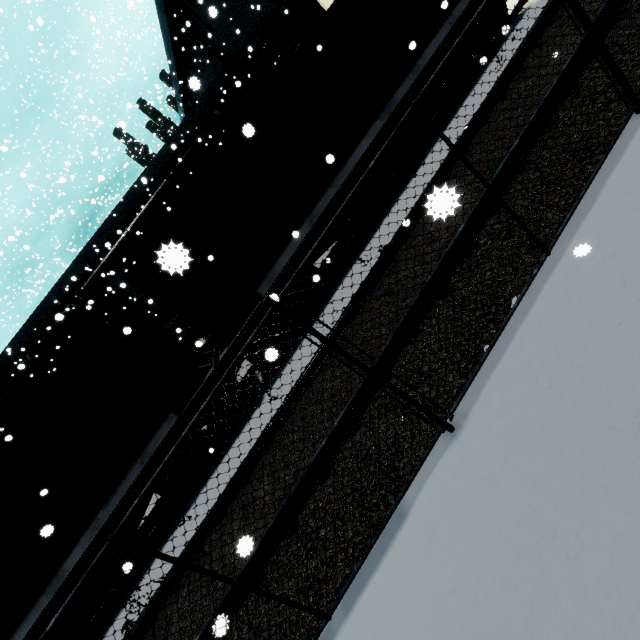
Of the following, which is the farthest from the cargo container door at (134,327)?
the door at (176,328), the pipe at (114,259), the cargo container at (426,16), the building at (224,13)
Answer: the door at (176,328)

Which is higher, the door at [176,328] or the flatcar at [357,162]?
the door at [176,328]

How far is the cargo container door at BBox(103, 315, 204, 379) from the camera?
7.38m

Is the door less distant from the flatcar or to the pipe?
the pipe

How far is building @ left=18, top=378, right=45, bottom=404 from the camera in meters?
21.4 m

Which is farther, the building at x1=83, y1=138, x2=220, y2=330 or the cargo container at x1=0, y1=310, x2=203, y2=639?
the building at x1=83, y1=138, x2=220, y2=330

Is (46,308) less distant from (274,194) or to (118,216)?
(118,216)

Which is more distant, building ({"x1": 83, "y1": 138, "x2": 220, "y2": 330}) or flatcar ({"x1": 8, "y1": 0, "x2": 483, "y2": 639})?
building ({"x1": 83, "y1": 138, "x2": 220, "y2": 330})
